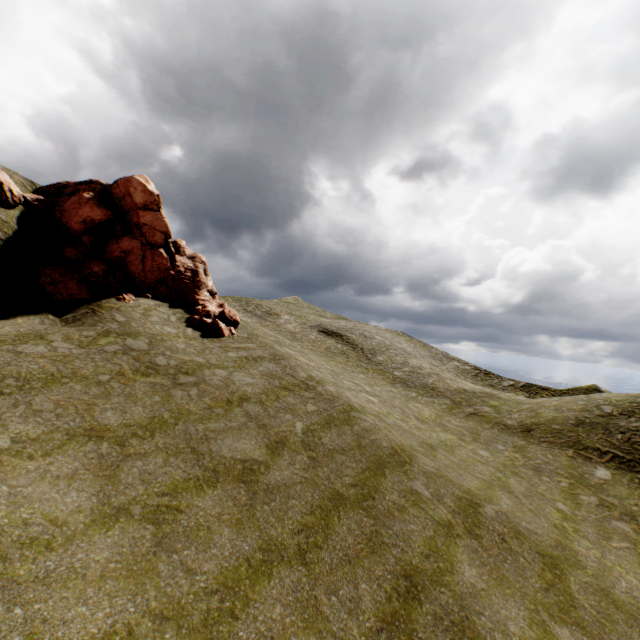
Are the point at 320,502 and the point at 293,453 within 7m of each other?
yes
